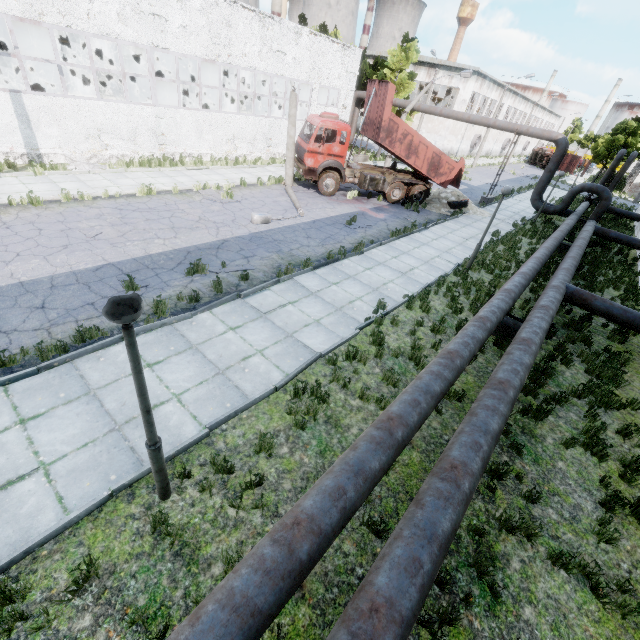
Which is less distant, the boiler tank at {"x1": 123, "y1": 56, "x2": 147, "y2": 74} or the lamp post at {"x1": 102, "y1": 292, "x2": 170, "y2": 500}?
the lamp post at {"x1": 102, "y1": 292, "x2": 170, "y2": 500}

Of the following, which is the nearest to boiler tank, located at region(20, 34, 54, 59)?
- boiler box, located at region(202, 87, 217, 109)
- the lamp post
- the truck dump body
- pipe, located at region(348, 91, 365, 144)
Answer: boiler box, located at region(202, 87, 217, 109)

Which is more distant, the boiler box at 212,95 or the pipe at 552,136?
the boiler box at 212,95

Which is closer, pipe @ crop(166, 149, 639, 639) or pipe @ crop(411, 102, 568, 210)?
pipe @ crop(166, 149, 639, 639)

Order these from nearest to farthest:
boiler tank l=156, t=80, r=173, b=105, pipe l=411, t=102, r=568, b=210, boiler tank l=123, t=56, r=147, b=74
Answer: pipe l=411, t=102, r=568, b=210, boiler tank l=156, t=80, r=173, b=105, boiler tank l=123, t=56, r=147, b=74

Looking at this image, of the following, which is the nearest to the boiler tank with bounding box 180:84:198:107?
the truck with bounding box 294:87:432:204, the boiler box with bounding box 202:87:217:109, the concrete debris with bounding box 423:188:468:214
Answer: the boiler box with bounding box 202:87:217:109

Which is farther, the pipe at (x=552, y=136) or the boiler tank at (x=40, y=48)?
the pipe at (x=552, y=136)

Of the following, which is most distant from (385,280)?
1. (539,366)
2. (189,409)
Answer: (189,409)
